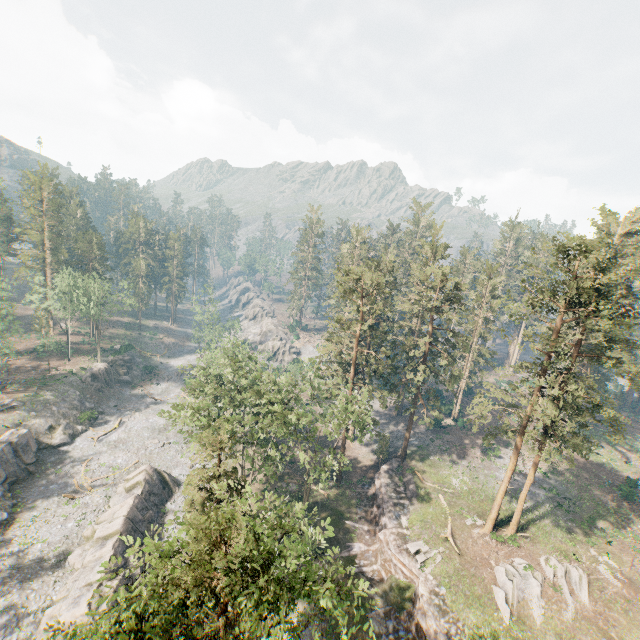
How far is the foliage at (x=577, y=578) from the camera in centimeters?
2842cm

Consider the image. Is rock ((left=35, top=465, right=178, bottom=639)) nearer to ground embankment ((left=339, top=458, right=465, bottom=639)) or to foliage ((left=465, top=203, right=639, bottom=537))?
foliage ((left=465, top=203, right=639, bottom=537))

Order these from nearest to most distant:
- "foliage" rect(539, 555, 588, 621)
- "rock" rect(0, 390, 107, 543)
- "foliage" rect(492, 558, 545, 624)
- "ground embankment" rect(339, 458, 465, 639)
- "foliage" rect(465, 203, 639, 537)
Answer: "foliage" rect(465, 203, 639, 537), "ground embankment" rect(339, 458, 465, 639), "foliage" rect(492, 558, 545, 624), "foliage" rect(539, 555, 588, 621), "rock" rect(0, 390, 107, 543)

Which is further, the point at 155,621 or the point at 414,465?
the point at 414,465

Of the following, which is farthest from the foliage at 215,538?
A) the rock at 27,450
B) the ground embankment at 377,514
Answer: the rock at 27,450

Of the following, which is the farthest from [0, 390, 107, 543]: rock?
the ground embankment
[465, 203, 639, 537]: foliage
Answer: the ground embankment
